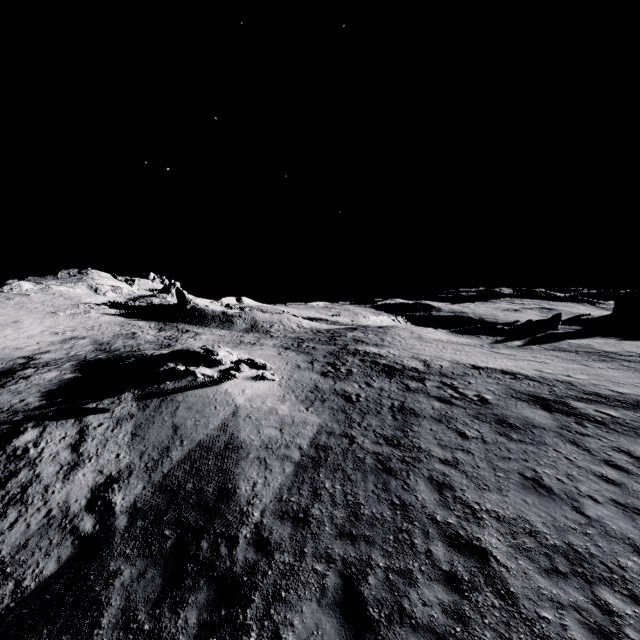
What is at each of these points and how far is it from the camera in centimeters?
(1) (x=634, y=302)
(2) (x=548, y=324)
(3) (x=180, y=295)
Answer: (1) stone, 4381cm
(2) stone, 3928cm
(3) stone, 5534cm

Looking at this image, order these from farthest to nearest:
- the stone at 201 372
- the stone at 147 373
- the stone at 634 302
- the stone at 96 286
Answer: the stone at 96 286 < the stone at 634 302 < the stone at 147 373 < the stone at 201 372

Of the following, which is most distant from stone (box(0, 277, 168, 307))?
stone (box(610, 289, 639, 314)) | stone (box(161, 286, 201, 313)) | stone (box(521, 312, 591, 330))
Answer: stone (box(610, 289, 639, 314))

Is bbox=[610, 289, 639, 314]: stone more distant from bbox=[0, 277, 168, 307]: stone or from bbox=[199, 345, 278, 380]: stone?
bbox=[0, 277, 168, 307]: stone

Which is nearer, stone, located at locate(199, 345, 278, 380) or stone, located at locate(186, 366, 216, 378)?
stone, located at locate(186, 366, 216, 378)

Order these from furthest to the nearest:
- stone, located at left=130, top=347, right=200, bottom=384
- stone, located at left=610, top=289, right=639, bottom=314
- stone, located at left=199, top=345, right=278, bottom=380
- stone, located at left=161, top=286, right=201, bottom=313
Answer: stone, located at left=161, top=286, right=201, bottom=313, stone, located at left=610, top=289, right=639, bottom=314, stone, located at left=199, top=345, right=278, bottom=380, stone, located at left=130, top=347, right=200, bottom=384

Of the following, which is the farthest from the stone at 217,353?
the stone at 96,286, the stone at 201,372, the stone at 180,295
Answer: the stone at 96,286

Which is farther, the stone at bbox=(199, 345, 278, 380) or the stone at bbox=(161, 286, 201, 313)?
the stone at bbox=(161, 286, 201, 313)
